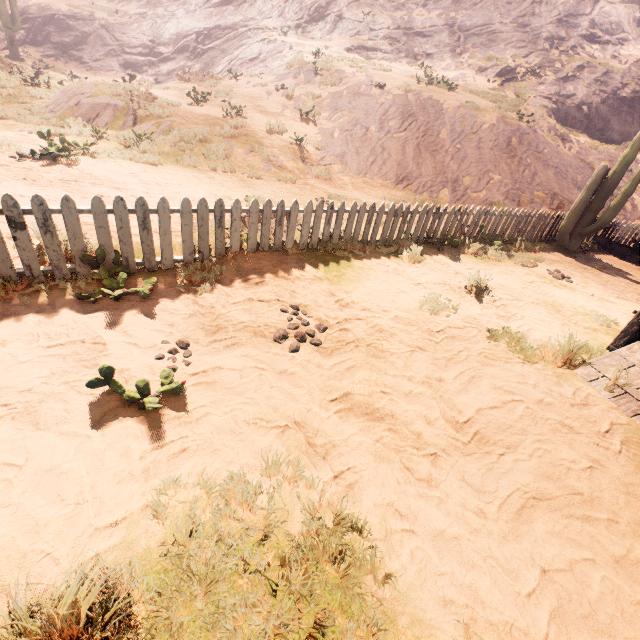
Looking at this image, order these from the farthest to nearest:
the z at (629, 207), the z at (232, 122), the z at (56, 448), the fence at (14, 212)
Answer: the z at (629, 207)
the z at (232, 122)
the fence at (14, 212)
the z at (56, 448)

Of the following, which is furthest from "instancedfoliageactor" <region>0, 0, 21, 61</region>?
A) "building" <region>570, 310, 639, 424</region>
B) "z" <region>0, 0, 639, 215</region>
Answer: "building" <region>570, 310, 639, 424</region>

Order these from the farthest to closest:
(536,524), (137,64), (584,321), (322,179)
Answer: (137,64), (322,179), (584,321), (536,524)

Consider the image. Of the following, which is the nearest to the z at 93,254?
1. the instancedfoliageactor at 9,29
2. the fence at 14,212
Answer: the fence at 14,212

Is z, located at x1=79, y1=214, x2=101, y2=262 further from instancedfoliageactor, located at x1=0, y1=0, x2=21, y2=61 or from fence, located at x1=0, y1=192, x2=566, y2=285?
instancedfoliageactor, located at x1=0, y1=0, x2=21, y2=61

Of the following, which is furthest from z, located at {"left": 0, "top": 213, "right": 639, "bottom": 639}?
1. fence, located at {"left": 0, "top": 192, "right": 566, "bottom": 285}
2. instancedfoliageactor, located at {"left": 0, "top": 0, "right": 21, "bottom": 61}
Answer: instancedfoliageactor, located at {"left": 0, "top": 0, "right": 21, "bottom": 61}

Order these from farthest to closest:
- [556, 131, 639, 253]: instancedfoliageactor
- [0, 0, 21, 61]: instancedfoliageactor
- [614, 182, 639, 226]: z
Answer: [0, 0, 21, 61]: instancedfoliageactor
[614, 182, 639, 226]: z
[556, 131, 639, 253]: instancedfoliageactor

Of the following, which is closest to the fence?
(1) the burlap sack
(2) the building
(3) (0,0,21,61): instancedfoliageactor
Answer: (1) the burlap sack
